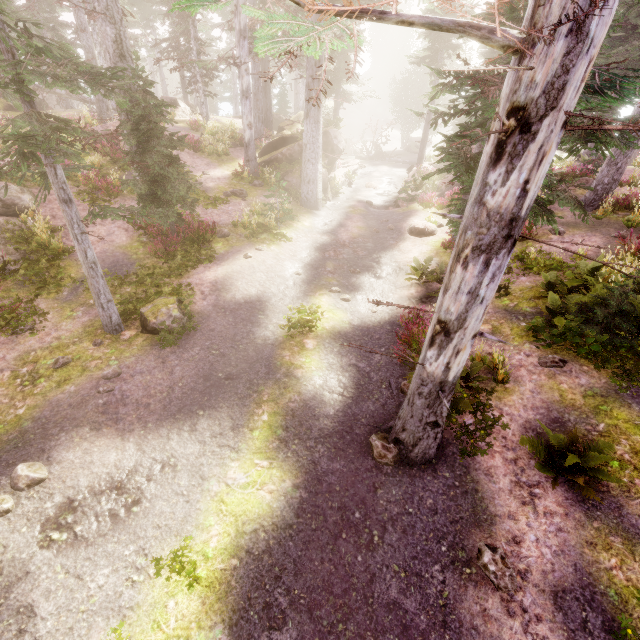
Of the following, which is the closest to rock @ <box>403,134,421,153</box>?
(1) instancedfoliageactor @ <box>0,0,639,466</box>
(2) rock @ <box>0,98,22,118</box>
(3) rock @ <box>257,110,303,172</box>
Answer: (1) instancedfoliageactor @ <box>0,0,639,466</box>

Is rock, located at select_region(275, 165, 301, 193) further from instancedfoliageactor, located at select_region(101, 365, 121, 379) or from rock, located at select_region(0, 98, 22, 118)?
rock, located at select_region(0, 98, 22, 118)

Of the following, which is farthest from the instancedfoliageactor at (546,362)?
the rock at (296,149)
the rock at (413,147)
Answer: the rock at (413,147)

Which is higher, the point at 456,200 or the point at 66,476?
the point at 456,200

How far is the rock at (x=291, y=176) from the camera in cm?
1987

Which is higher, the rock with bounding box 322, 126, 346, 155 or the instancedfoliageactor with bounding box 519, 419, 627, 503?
the rock with bounding box 322, 126, 346, 155

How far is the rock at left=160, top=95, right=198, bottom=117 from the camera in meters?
28.5

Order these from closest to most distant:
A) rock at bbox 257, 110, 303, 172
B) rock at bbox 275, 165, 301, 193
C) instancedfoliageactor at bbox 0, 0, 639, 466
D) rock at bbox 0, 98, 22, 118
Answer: instancedfoliageactor at bbox 0, 0, 639, 466, rock at bbox 275, 165, 301, 193, rock at bbox 257, 110, 303, 172, rock at bbox 0, 98, 22, 118
